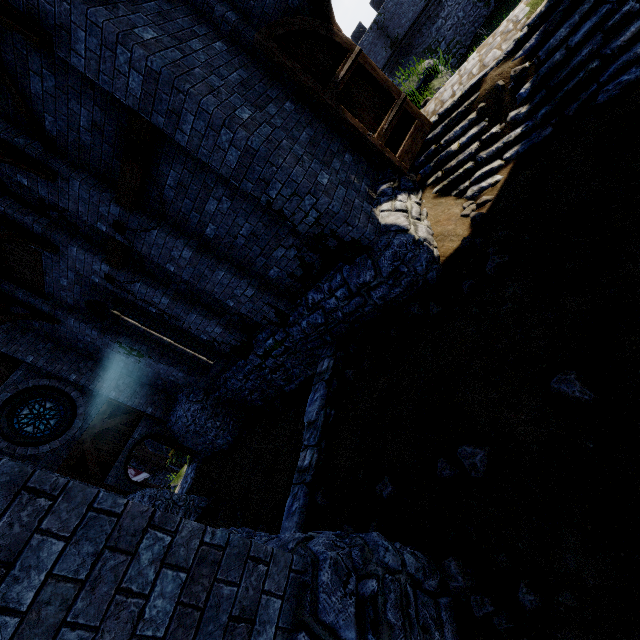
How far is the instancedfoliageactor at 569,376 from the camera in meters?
2.7 m

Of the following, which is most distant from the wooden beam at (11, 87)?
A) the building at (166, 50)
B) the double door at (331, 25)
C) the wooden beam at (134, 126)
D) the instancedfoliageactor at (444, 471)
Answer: the instancedfoliageactor at (444, 471)

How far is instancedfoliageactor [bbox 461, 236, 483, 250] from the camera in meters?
4.9

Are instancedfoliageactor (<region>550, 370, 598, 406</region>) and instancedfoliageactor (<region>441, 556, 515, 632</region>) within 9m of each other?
yes

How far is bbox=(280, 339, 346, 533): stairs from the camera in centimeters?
504cm

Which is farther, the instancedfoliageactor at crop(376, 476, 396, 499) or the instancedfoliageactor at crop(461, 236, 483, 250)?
the instancedfoliageactor at crop(461, 236, 483, 250)

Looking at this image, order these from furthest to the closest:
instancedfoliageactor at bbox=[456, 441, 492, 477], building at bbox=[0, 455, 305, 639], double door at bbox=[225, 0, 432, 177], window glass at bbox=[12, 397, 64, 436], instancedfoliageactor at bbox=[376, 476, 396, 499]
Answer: window glass at bbox=[12, 397, 64, 436] → double door at bbox=[225, 0, 432, 177] → instancedfoliageactor at bbox=[376, 476, 396, 499] → instancedfoliageactor at bbox=[456, 441, 492, 477] → building at bbox=[0, 455, 305, 639]

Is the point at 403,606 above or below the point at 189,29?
below
